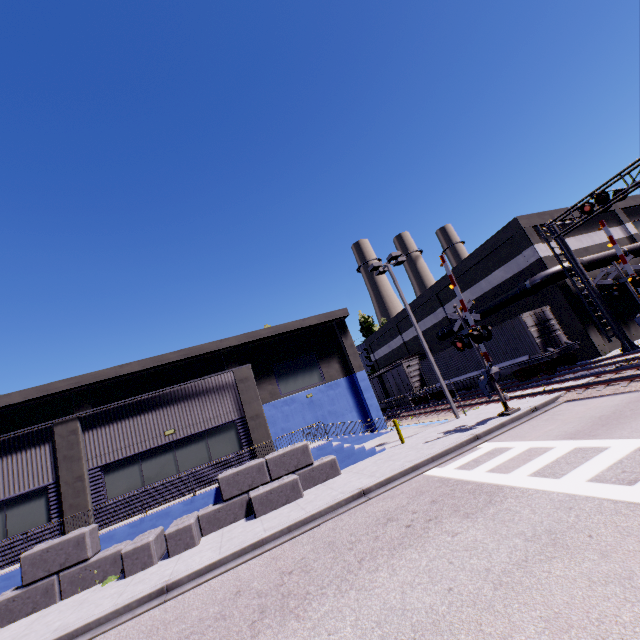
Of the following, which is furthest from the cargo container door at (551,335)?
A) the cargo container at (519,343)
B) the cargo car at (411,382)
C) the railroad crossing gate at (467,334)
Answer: the cargo car at (411,382)

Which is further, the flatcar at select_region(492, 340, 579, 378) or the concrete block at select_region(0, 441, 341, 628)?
the flatcar at select_region(492, 340, 579, 378)

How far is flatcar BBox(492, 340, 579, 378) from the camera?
18.9m

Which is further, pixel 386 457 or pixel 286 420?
pixel 286 420

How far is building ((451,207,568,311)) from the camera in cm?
2294

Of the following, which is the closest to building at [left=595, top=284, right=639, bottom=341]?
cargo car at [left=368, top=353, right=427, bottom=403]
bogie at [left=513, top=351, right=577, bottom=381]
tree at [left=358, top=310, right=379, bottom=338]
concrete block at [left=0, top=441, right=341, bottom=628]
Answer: concrete block at [left=0, top=441, right=341, bottom=628]

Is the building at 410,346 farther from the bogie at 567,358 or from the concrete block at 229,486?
the bogie at 567,358
